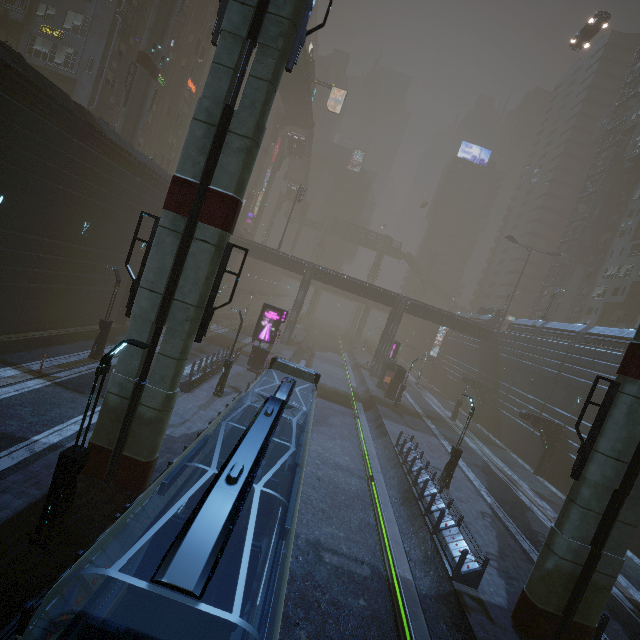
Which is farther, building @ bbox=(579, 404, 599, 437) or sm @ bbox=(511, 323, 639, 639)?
building @ bbox=(579, 404, 599, 437)

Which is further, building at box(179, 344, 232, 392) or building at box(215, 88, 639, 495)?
building at box(215, 88, 639, 495)

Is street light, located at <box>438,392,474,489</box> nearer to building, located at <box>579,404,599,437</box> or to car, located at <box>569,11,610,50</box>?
building, located at <box>579,404,599,437</box>

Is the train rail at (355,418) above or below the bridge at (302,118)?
below

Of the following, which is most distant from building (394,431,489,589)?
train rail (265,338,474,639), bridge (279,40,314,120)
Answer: bridge (279,40,314,120)

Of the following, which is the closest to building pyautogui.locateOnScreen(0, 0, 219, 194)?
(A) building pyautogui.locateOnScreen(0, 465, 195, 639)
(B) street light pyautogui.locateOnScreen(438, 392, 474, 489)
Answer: (A) building pyautogui.locateOnScreen(0, 465, 195, 639)

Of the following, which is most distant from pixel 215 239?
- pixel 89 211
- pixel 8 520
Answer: pixel 89 211

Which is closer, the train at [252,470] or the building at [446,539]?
the train at [252,470]
